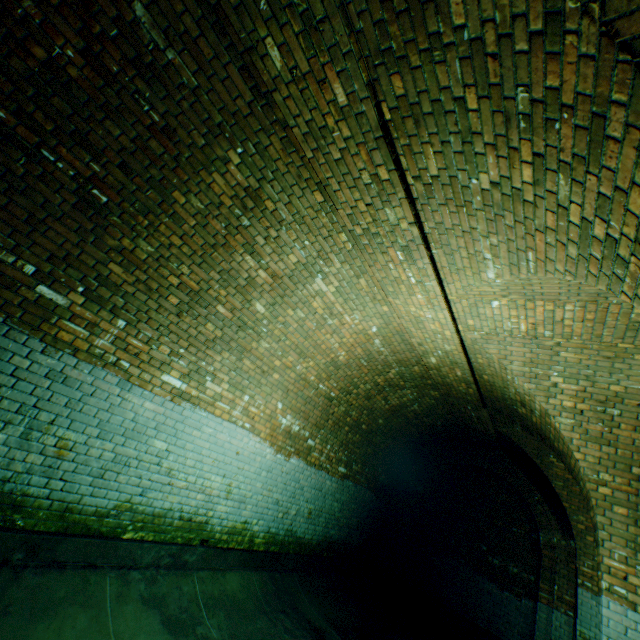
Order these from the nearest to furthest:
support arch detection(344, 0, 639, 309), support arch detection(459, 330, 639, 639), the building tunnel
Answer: support arch detection(344, 0, 639, 309) < the building tunnel < support arch detection(459, 330, 639, 639)

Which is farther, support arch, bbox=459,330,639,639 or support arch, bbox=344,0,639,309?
support arch, bbox=459,330,639,639

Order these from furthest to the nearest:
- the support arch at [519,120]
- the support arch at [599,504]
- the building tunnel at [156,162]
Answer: the support arch at [599,504]
the building tunnel at [156,162]
the support arch at [519,120]

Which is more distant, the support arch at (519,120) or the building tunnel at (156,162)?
the building tunnel at (156,162)

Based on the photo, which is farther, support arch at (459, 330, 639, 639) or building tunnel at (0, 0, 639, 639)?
support arch at (459, 330, 639, 639)

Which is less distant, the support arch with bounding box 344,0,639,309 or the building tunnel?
the support arch with bounding box 344,0,639,309

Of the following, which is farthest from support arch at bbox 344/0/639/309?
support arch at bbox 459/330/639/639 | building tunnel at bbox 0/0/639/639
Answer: support arch at bbox 459/330/639/639

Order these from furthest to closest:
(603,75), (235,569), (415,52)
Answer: (235,569) → (415,52) → (603,75)
